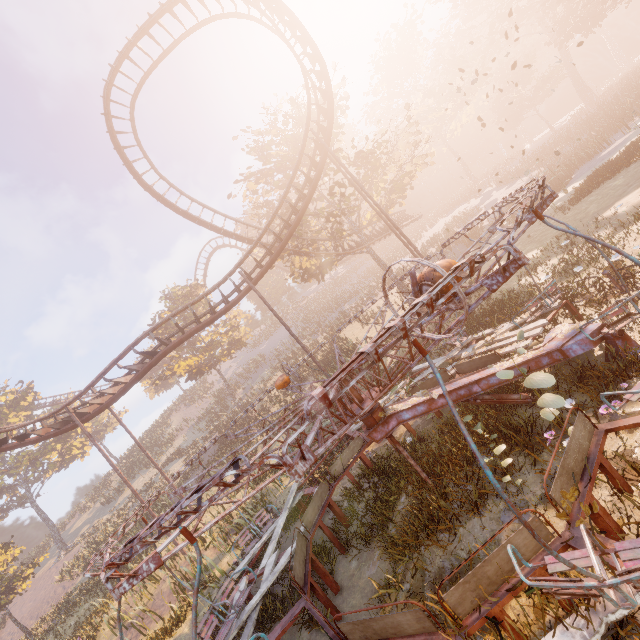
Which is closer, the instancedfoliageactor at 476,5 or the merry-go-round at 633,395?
the merry-go-round at 633,395

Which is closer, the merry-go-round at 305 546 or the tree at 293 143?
the merry-go-round at 305 546

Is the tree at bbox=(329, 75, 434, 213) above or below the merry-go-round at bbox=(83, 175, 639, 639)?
above

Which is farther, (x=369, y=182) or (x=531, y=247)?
(x=369, y=182)

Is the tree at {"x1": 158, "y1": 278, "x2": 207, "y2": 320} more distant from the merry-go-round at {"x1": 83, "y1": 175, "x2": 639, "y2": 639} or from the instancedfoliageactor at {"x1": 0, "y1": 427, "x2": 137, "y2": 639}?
the instancedfoliageactor at {"x1": 0, "y1": 427, "x2": 137, "y2": 639}

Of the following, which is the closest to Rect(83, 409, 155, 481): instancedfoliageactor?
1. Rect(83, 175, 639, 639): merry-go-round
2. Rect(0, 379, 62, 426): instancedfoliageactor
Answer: Rect(0, 379, 62, 426): instancedfoliageactor

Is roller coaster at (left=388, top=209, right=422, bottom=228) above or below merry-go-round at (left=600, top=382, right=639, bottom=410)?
above
